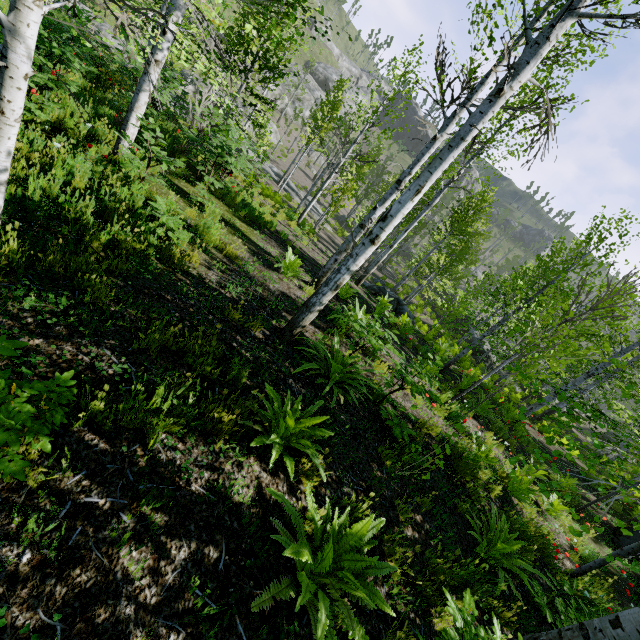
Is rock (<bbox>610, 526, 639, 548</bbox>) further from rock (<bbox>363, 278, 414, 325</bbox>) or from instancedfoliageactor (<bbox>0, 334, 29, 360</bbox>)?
rock (<bbox>363, 278, 414, 325</bbox>)

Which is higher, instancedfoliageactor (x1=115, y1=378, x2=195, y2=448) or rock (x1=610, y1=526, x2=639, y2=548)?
instancedfoliageactor (x1=115, y1=378, x2=195, y2=448)

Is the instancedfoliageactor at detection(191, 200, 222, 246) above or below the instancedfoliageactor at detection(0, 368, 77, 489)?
below

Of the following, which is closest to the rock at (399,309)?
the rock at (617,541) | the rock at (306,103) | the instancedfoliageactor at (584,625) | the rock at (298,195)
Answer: the instancedfoliageactor at (584,625)

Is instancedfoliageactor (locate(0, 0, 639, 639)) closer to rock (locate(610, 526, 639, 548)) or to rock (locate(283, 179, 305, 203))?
rock (locate(610, 526, 639, 548))

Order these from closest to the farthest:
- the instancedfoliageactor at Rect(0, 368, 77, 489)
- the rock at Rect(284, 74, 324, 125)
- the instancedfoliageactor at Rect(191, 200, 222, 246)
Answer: the instancedfoliageactor at Rect(0, 368, 77, 489) → the instancedfoliageactor at Rect(191, 200, 222, 246) → the rock at Rect(284, 74, 324, 125)

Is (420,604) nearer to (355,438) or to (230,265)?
(355,438)
